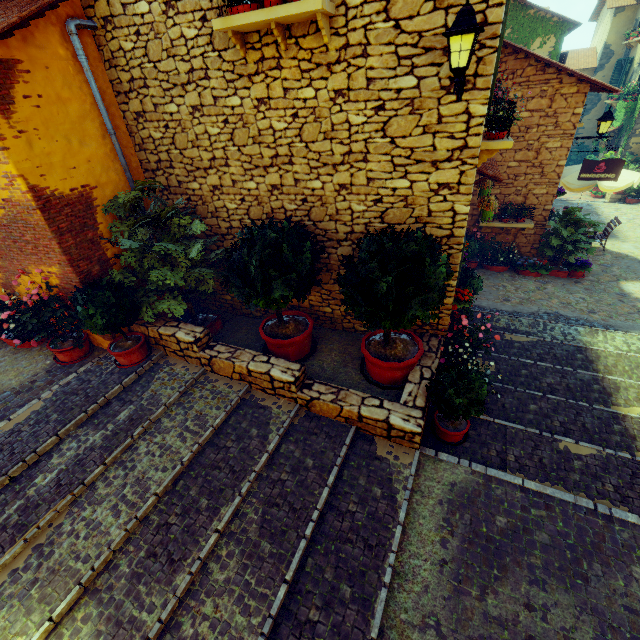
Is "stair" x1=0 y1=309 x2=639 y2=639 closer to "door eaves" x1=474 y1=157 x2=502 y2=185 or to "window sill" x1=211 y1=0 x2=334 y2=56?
"door eaves" x1=474 y1=157 x2=502 y2=185

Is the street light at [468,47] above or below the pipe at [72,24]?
below

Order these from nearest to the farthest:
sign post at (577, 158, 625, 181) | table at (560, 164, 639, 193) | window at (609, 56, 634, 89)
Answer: sign post at (577, 158, 625, 181) → table at (560, 164, 639, 193) → window at (609, 56, 634, 89)

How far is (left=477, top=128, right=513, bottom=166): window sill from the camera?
4.76m

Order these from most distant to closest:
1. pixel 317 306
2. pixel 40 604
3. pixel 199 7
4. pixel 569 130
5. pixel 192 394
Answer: pixel 569 130 → pixel 317 306 → pixel 192 394 → pixel 199 7 → pixel 40 604

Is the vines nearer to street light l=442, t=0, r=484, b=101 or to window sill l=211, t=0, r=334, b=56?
window sill l=211, t=0, r=334, b=56

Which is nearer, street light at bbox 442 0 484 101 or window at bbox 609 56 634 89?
street light at bbox 442 0 484 101

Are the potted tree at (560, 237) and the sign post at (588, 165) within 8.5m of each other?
yes
